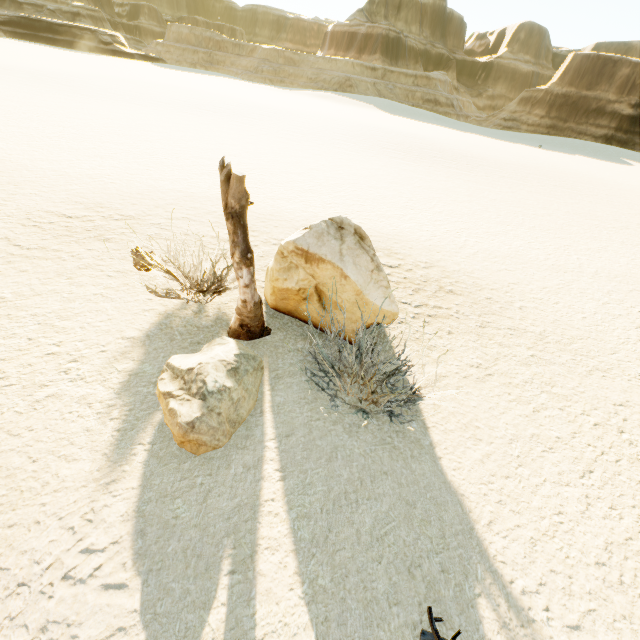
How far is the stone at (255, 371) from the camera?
3.1 meters

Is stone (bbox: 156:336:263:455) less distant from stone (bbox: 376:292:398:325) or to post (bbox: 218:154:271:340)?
post (bbox: 218:154:271:340)

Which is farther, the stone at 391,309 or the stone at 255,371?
the stone at 391,309

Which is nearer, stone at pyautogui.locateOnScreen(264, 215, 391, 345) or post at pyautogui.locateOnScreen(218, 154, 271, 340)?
post at pyautogui.locateOnScreen(218, 154, 271, 340)

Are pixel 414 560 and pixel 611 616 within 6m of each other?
yes

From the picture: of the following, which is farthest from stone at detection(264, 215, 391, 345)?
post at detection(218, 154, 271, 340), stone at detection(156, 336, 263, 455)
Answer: stone at detection(156, 336, 263, 455)

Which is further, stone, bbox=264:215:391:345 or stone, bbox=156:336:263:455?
stone, bbox=264:215:391:345
